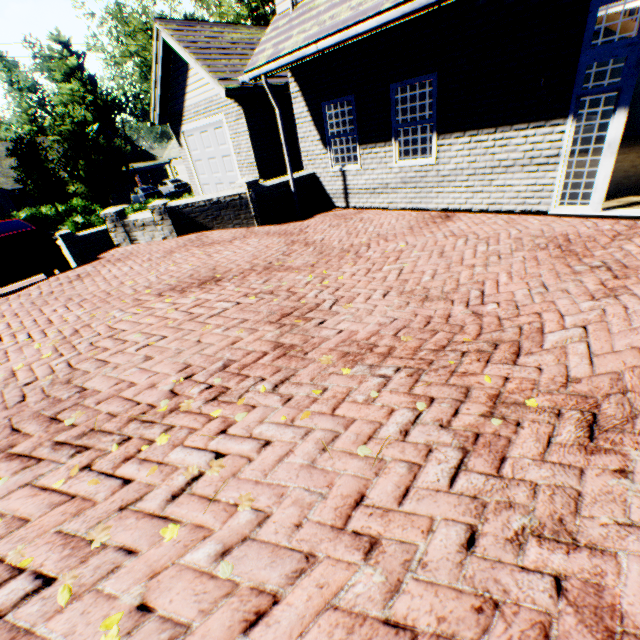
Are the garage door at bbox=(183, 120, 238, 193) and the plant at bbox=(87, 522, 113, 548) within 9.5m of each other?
no

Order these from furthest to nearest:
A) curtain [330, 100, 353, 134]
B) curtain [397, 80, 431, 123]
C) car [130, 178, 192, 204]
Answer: car [130, 178, 192, 204]
curtain [330, 100, 353, 134]
curtain [397, 80, 431, 123]

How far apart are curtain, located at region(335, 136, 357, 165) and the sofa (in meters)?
6.61

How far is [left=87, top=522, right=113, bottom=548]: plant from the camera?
1.9m

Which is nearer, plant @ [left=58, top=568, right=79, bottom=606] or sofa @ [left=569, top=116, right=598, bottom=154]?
plant @ [left=58, top=568, right=79, bottom=606]

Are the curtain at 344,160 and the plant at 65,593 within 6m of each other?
no

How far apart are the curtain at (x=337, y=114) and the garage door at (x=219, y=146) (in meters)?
4.63

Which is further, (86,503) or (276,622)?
(86,503)
